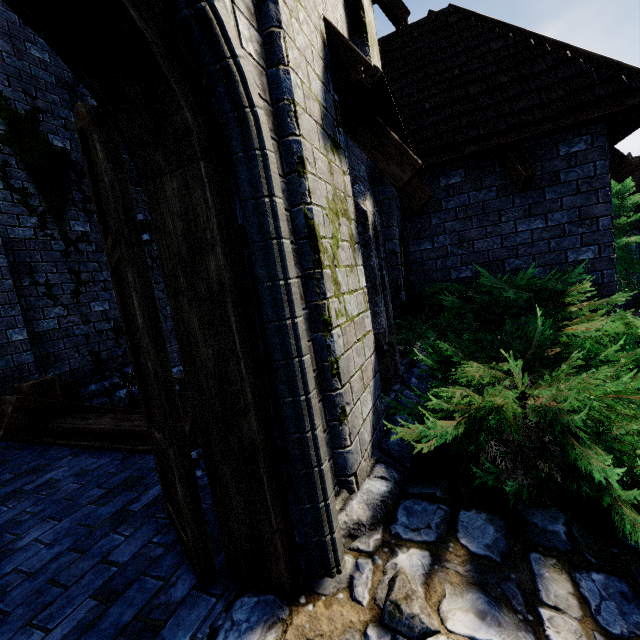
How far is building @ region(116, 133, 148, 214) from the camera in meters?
6.5 m

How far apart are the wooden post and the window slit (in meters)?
4.97

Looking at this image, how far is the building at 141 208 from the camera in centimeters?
653cm

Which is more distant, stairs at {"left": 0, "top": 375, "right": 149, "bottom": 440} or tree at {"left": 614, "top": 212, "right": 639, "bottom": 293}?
tree at {"left": 614, "top": 212, "right": 639, "bottom": 293}

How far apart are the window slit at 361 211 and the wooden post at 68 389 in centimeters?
497cm

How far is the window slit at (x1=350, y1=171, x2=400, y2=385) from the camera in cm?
340

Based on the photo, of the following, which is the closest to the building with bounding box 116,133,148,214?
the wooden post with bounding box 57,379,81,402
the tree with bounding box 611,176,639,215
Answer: the wooden post with bounding box 57,379,81,402

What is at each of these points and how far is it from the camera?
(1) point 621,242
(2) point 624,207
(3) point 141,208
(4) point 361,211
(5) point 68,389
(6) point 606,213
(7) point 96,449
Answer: (1) tree, 16.8m
(2) tree, 17.8m
(3) building, 7.0m
(4) window slit, 3.4m
(5) wooden post, 5.2m
(6) building, 4.4m
(7) wooden beam, 3.7m
